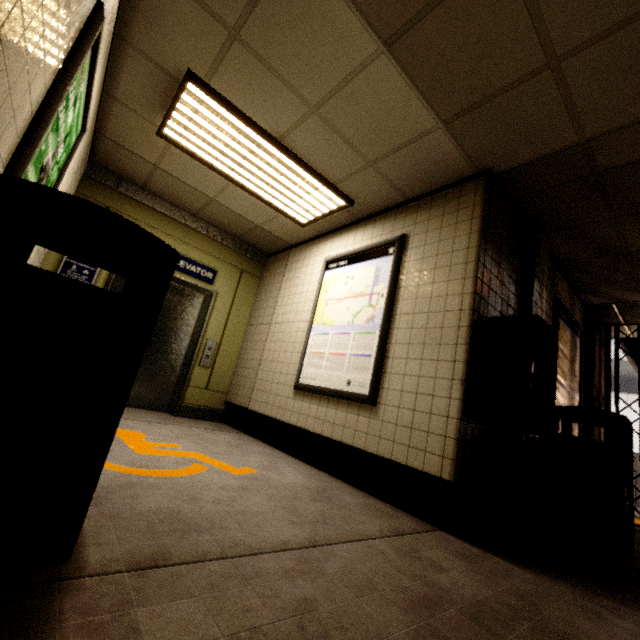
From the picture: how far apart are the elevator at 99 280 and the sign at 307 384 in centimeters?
177cm

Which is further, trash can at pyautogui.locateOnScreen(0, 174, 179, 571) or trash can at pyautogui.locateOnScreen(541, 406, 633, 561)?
trash can at pyautogui.locateOnScreen(541, 406, 633, 561)

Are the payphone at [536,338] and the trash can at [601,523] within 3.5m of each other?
yes

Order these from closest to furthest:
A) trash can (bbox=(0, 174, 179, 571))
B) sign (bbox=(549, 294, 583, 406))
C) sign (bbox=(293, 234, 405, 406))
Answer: trash can (bbox=(0, 174, 179, 571)), sign (bbox=(293, 234, 405, 406)), sign (bbox=(549, 294, 583, 406))

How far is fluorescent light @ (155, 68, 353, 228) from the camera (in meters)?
2.86

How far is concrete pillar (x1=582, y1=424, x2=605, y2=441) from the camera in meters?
4.5

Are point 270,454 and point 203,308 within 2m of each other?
no

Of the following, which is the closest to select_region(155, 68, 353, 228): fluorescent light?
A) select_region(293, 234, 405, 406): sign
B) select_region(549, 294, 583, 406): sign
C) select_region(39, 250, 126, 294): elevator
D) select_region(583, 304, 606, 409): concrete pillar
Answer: select_region(293, 234, 405, 406): sign
